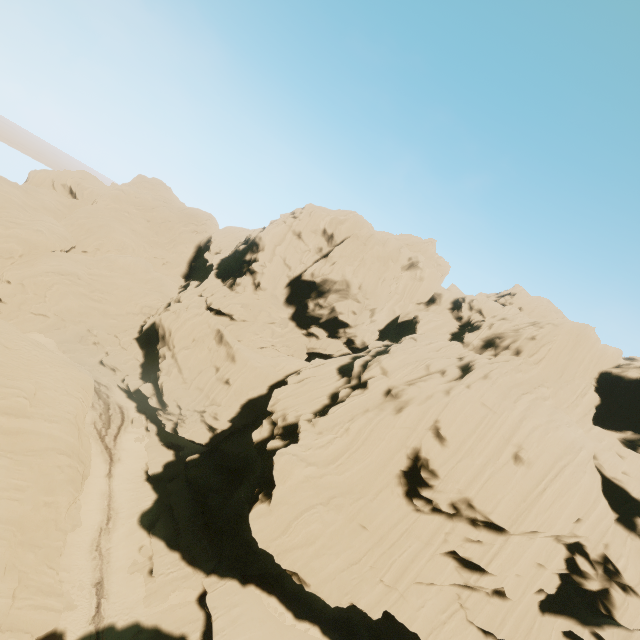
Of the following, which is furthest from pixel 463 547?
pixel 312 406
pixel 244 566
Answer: pixel 244 566
